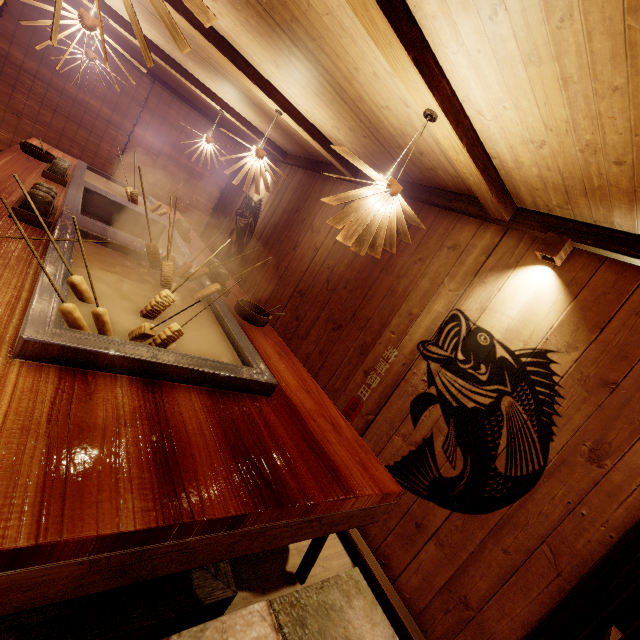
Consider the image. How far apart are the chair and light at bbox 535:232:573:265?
3.66m

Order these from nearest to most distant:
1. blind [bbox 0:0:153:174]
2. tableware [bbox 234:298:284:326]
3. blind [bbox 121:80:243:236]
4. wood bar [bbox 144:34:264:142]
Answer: tableware [bbox 234:298:284:326] < wood bar [bbox 144:34:264:142] < blind [bbox 0:0:153:174] < blind [bbox 121:80:243:236]

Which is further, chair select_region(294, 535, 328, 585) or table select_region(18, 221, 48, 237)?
chair select_region(294, 535, 328, 585)

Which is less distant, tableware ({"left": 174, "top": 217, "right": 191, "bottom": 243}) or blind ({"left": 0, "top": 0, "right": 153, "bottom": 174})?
tableware ({"left": 174, "top": 217, "right": 191, "bottom": 243})

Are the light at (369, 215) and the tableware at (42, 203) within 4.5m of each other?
yes

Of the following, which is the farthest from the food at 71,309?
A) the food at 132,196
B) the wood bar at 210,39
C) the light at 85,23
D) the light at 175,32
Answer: Answer: the food at 132,196

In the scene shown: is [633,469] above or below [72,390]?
above

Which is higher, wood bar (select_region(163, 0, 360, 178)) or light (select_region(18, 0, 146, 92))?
wood bar (select_region(163, 0, 360, 178))
